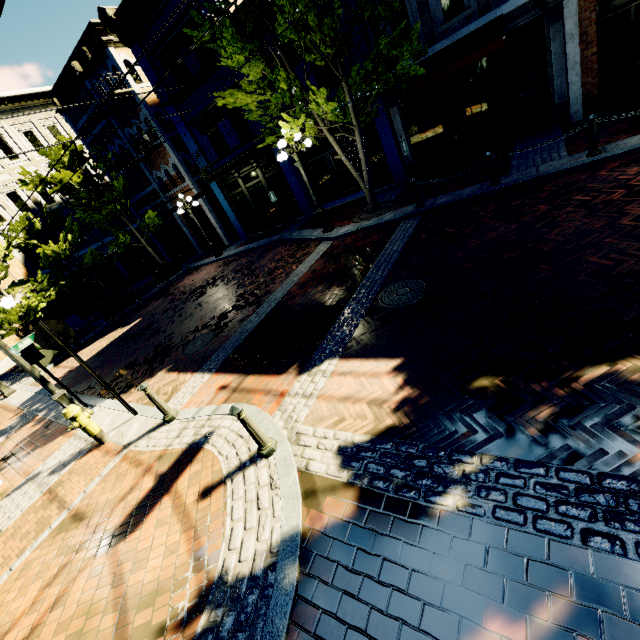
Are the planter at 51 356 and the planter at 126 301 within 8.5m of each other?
yes

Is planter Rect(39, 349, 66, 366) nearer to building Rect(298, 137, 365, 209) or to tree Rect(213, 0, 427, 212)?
tree Rect(213, 0, 427, 212)

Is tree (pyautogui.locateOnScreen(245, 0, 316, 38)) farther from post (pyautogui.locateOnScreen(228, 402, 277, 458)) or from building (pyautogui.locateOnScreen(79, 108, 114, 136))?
post (pyautogui.locateOnScreen(228, 402, 277, 458))

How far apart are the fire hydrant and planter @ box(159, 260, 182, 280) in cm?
1420

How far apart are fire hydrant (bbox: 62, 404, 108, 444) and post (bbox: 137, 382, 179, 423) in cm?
148

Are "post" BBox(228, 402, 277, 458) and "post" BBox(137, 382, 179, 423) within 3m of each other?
yes

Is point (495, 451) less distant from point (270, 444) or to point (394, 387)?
point (394, 387)

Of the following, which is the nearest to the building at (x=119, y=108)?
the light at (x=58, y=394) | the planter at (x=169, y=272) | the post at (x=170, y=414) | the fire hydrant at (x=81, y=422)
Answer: the planter at (x=169, y=272)
